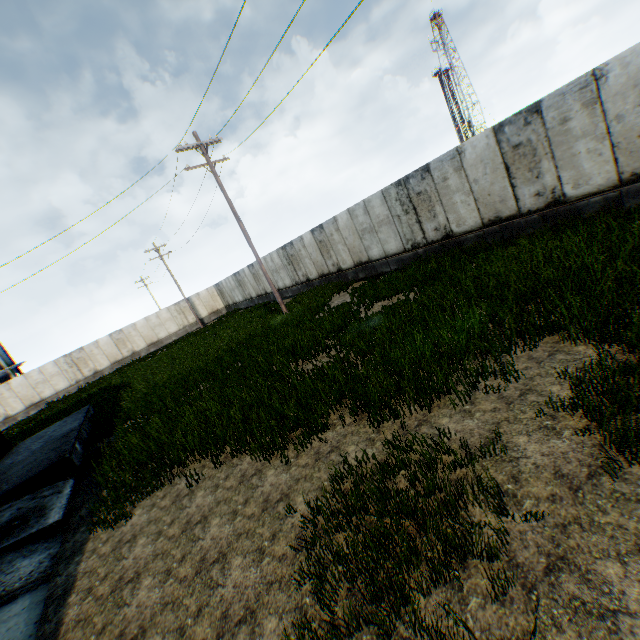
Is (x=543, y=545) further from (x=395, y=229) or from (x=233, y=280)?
(x=233, y=280)

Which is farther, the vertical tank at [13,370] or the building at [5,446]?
the vertical tank at [13,370]

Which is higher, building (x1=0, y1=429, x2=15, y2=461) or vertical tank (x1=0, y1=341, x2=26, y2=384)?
vertical tank (x1=0, y1=341, x2=26, y2=384)

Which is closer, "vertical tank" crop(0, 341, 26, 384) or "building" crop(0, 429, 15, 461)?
"building" crop(0, 429, 15, 461)

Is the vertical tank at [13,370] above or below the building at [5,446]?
above
